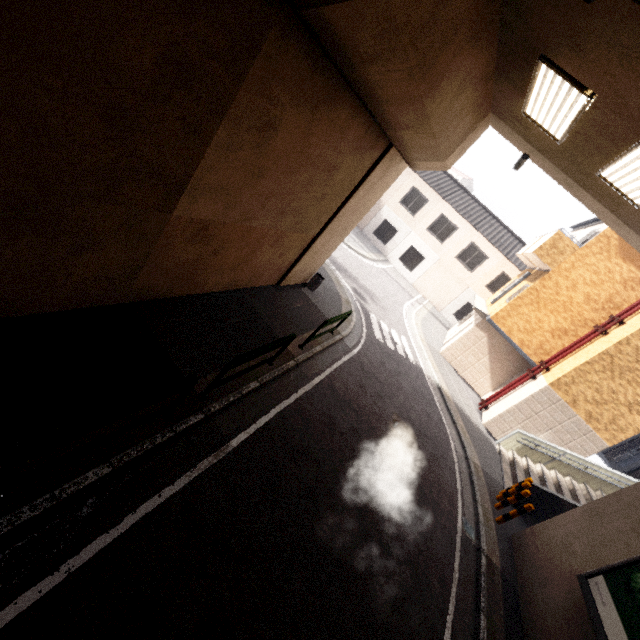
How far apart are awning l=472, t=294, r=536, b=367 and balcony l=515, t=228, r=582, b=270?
2.93m

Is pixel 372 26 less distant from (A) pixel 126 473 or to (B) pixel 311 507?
(A) pixel 126 473

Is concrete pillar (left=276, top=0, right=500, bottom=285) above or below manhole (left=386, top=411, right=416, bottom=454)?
above

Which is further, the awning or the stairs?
the awning

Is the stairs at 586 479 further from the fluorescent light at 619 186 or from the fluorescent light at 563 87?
the fluorescent light at 563 87

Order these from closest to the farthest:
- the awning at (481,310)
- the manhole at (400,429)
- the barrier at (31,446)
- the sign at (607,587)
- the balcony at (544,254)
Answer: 1. the barrier at (31,446)
2. the sign at (607,587)
3. the manhole at (400,429)
4. the balcony at (544,254)
5. the awning at (481,310)

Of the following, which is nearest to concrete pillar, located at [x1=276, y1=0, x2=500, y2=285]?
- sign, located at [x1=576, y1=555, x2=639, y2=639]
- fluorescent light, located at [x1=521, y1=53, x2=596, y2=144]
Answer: fluorescent light, located at [x1=521, y1=53, x2=596, y2=144]

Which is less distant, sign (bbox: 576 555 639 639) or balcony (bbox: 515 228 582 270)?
sign (bbox: 576 555 639 639)
